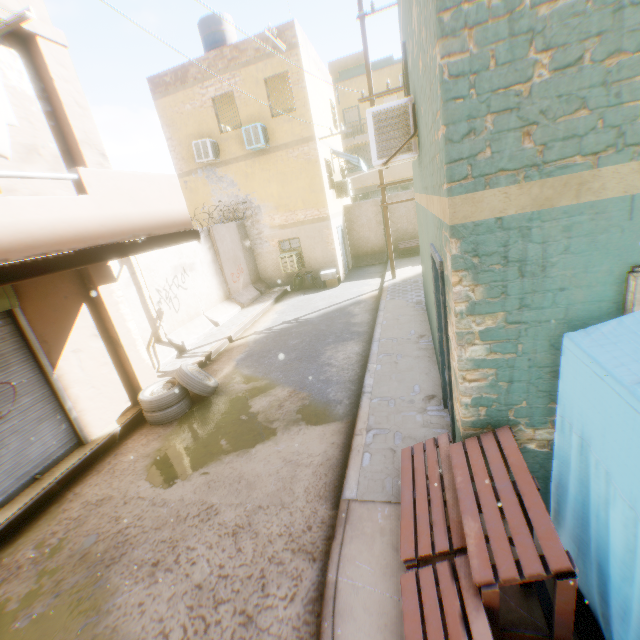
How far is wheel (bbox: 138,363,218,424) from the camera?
6.52m

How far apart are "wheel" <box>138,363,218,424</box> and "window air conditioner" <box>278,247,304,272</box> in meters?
8.1 m

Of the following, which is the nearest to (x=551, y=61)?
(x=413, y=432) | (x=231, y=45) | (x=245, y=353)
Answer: (x=413, y=432)

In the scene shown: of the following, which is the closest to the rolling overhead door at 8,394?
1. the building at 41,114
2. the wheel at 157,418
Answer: the building at 41,114

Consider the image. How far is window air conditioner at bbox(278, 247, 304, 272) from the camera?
14.7 meters

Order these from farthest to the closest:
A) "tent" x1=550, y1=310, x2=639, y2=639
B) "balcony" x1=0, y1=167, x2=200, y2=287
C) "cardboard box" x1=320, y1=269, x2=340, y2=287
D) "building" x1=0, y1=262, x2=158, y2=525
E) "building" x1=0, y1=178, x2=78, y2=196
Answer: "cardboard box" x1=320, y1=269, x2=340, y2=287 < "building" x1=0, y1=262, x2=158, y2=525 < "building" x1=0, y1=178, x2=78, y2=196 < "balcony" x1=0, y1=167, x2=200, y2=287 < "tent" x1=550, y1=310, x2=639, y2=639

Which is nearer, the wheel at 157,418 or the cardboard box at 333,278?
the wheel at 157,418

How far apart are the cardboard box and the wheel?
8.2m
